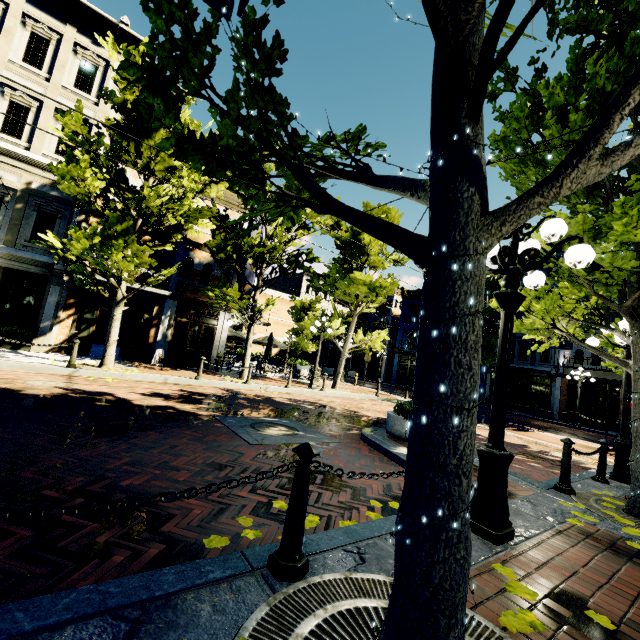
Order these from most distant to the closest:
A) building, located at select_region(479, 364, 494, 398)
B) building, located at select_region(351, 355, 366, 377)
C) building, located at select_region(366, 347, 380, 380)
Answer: building, located at select_region(351, 355, 366, 377) → building, located at select_region(366, 347, 380, 380) → building, located at select_region(479, 364, 494, 398)

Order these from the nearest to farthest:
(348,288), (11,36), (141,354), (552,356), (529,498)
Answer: (529,498), (11,36), (141,354), (348,288), (552,356)

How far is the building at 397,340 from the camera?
35.7 meters

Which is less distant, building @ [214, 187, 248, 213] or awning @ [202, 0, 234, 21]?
awning @ [202, 0, 234, 21]

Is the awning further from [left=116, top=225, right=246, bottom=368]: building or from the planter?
[left=116, top=225, right=246, bottom=368]: building

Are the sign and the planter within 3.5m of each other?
no

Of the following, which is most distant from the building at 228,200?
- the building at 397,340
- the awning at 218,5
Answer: the awning at 218,5

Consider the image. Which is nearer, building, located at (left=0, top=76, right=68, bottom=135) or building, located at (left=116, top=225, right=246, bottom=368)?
building, located at (left=0, top=76, right=68, bottom=135)
